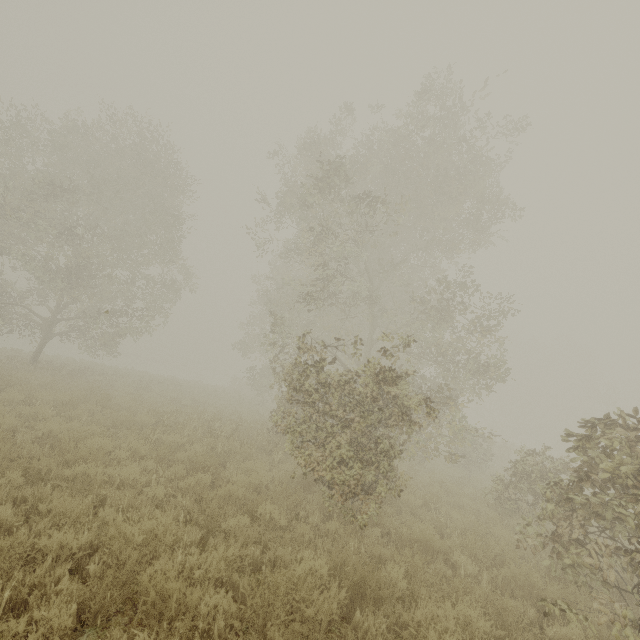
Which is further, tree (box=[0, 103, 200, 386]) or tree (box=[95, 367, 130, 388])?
tree (box=[95, 367, 130, 388])

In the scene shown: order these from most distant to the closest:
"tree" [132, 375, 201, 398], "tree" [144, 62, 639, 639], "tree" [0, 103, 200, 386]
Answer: "tree" [132, 375, 201, 398] < "tree" [0, 103, 200, 386] < "tree" [144, 62, 639, 639]

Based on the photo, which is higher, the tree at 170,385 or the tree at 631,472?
the tree at 631,472

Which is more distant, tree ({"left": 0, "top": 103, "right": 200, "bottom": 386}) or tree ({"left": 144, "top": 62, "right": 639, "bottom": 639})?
tree ({"left": 0, "top": 103, "right": 200, "bottom": 386})

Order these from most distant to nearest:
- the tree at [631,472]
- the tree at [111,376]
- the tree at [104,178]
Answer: the tree at [111,376], the tree at [104,178], the tree at [631,472]

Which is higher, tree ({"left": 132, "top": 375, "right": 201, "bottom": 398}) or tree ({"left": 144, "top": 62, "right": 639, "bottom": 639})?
tree ({"left": 144, "top": 62, "right": 639, "bottom": 639})

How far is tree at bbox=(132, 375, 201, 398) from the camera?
18.8 meters

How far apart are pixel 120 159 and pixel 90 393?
12.9m
